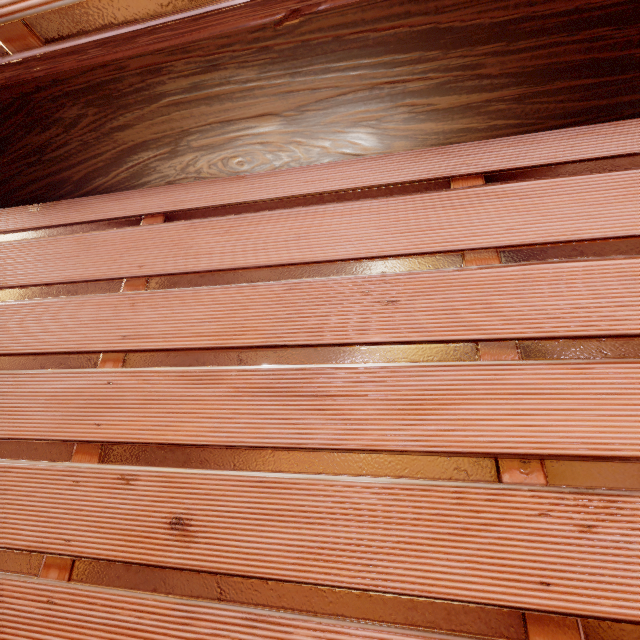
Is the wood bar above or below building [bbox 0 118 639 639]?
above

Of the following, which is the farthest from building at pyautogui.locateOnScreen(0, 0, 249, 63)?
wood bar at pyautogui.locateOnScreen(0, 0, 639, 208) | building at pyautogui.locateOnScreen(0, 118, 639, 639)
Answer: building at pyautogui.locateOnScreen(0, 118, 639, 639)

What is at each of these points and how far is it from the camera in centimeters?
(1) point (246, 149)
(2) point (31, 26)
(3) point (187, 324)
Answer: (1) wood bar, 245cm
(2) building, 193cm
(3) building, 223cm

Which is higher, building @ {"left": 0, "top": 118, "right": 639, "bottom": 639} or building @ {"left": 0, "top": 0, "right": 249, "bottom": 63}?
building @ {"left": 0, "top": 0, "right": 249, "bottom": 63}

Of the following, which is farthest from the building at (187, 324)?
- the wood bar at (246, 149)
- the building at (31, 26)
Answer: the building at (31, 26)

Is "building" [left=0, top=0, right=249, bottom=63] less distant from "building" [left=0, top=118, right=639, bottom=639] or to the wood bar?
the wood bar
